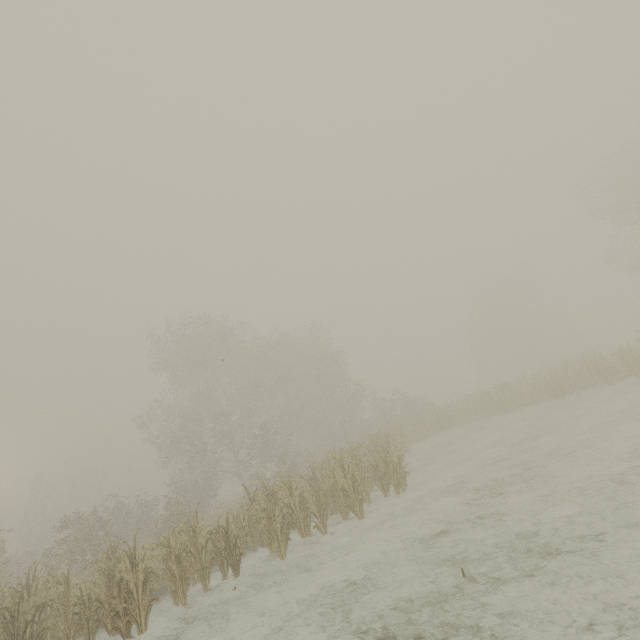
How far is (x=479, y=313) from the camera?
50.50m
